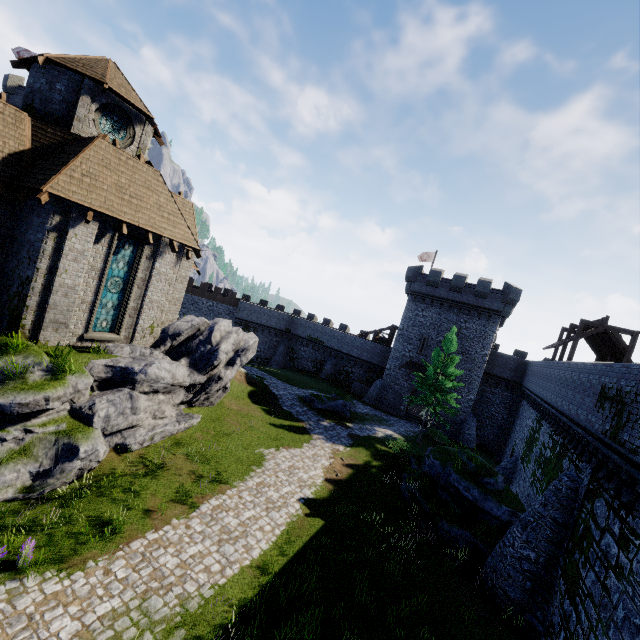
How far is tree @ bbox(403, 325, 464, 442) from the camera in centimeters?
2674cm

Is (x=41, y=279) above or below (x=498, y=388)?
above

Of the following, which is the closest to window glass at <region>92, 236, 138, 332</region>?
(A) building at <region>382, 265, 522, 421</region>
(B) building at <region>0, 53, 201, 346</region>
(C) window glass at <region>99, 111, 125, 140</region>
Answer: (B) building at <region>0, 53, 201, 346</region>

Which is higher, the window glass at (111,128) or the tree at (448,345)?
the window glass at (111,128)

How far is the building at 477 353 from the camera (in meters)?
33.47

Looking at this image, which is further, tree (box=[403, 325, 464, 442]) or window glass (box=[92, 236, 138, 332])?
tree (box=[403, 325, 464, 442])

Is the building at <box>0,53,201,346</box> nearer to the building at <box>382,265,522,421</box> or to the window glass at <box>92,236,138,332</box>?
the window glass at <box>92,236,138,332</box>

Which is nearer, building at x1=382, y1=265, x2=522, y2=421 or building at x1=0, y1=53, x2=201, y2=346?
building at x1=0, y1=53, x2=201, y2=346
